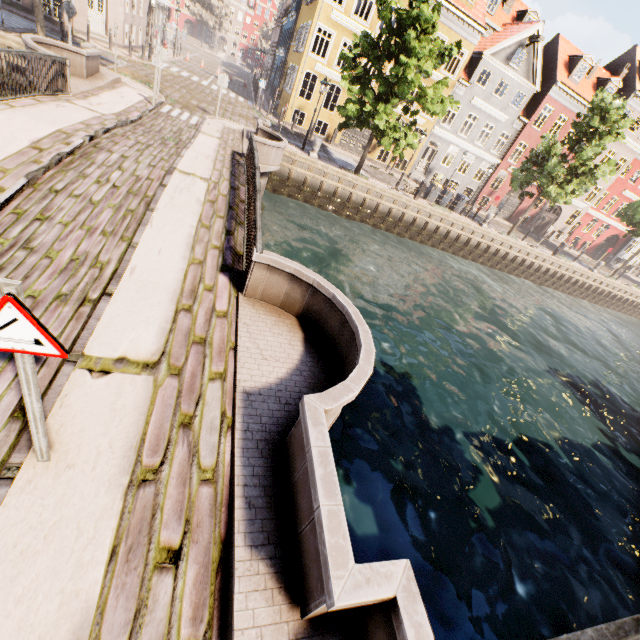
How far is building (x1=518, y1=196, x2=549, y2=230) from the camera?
33.81m

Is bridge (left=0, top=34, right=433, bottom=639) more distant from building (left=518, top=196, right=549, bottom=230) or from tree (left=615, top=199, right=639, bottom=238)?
building (left=518, top=196, right=549, bottom=230)

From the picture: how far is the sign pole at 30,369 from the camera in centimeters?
216cm

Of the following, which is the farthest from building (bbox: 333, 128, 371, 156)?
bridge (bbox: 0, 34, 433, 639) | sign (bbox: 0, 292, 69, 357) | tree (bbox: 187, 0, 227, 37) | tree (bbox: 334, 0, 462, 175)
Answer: sign (bbox: 0, 292, 69, 357)

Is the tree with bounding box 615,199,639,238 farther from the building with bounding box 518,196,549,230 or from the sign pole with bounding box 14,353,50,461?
the sign pole with bounding box 14,353,50,461

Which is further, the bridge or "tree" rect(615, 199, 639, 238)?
"tree" rect(615, 199, 639, 238)

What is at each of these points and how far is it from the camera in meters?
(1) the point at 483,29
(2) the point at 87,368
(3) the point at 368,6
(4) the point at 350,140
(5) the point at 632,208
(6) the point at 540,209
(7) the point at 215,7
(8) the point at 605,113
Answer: (1) building, 23.5 m
(2) bridge, 3.7 m
(3) building, 26.6 m
(4) building, 27.2 m
(5) tree, 27.7 m
(6) building, 34.1 m
(7) tree, 56.2 m
(8) tree, 20.2 m

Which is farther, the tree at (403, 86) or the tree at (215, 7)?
the tree at (215, 7)
